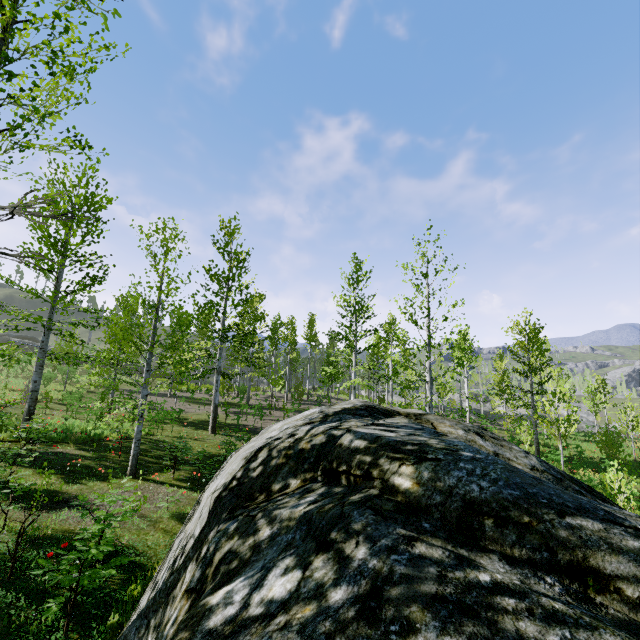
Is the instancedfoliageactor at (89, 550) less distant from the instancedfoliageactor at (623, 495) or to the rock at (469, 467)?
the instancedfoliageactor at (623, 495)

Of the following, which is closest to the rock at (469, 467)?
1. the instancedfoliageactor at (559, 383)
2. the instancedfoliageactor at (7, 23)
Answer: the instancedfoliageactor at (559, 383)

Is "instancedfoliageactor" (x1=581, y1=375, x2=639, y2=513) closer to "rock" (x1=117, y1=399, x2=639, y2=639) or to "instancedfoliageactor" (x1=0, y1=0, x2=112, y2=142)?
"rock" (x1=117, y1=399, x2=639, y2=639)

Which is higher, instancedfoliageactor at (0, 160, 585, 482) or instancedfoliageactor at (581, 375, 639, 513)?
instancedfoliageactor at (0, 160, 585, 482)

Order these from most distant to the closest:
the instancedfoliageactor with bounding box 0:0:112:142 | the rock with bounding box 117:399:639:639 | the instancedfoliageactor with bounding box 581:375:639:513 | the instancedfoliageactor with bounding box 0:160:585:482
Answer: the instancedfoliageactor with bounding box 0:160:585:482
the instancedfoliageactor with bounding box 581:375:639:513
the instancedfoliageactor with bounding box 0:0:112:142
the rock with bounding box 117:399:639:639

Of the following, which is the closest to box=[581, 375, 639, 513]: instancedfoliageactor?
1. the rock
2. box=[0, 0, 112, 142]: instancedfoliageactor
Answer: the rock

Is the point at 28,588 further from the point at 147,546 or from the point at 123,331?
the point at 123,331
